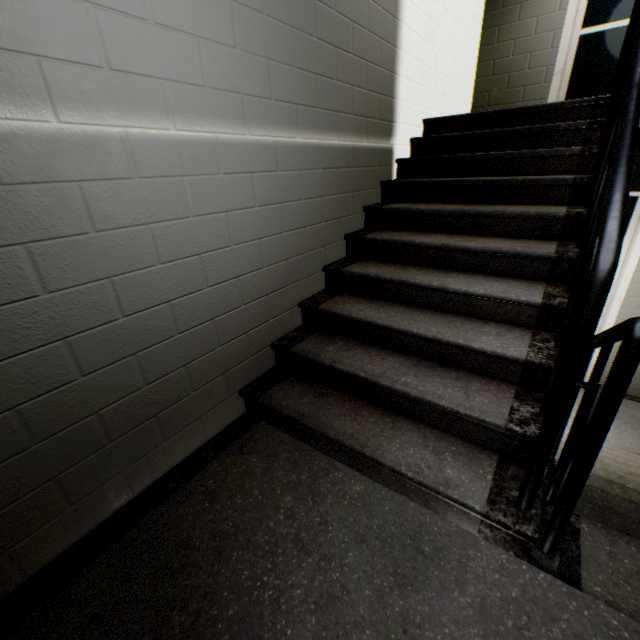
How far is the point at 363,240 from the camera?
2.39m
